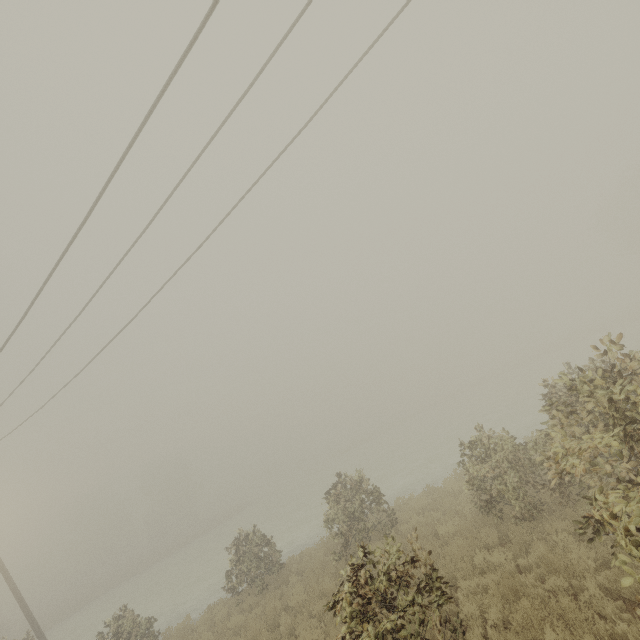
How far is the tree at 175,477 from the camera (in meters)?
53.78

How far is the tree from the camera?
53.8m

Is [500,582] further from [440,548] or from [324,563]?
[324,563]
